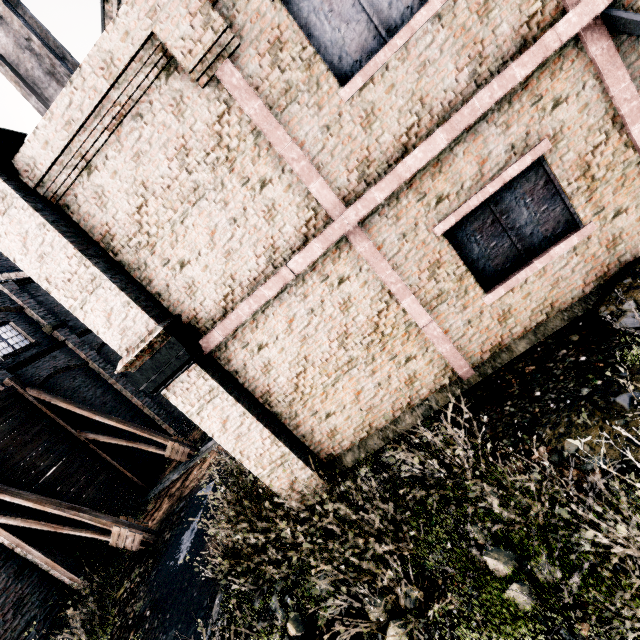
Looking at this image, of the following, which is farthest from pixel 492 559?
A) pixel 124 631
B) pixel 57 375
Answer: pixel 57 375

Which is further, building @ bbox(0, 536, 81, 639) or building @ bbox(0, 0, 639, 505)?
building @ bbox(0, 536, 81, 639)

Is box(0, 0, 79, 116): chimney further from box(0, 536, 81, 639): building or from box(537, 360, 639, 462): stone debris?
box(537, 360, 639, 462): stone debris

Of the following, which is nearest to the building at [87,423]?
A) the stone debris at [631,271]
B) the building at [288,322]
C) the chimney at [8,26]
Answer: the chimney at [8,26]

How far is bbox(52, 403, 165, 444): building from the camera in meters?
17.3

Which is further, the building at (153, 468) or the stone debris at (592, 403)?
the building at (153, 468)

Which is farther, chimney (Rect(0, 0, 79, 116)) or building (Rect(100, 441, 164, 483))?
building (Rect(100, 441, 164, 483))
